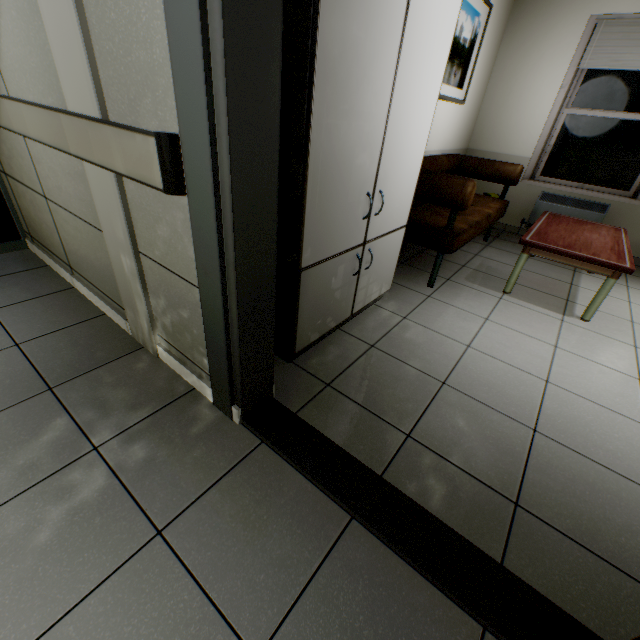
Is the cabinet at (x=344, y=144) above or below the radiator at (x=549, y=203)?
above

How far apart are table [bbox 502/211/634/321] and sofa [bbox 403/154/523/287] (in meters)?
0.39

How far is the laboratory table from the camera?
1.7m

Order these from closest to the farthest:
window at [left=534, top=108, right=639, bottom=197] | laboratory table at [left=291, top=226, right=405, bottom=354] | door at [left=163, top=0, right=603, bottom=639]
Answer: door at [left=163, top=0, right=603, bottom=639] < laboratory table at [left=291, top=226, right=405, bottom=354] < window at [left=534, top=108, right=639, bottom=197]

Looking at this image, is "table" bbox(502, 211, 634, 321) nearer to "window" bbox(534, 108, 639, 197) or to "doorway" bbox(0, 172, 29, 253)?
"window" bbox(534, 108, 639, 197)

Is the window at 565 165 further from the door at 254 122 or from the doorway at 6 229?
the doorway at 6 229

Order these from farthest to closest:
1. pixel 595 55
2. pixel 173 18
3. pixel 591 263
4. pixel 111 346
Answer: pixel 595 55, pixel 591 263, pixel 111 346, pixel 173 18

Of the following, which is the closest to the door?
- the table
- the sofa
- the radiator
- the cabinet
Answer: the cabinet
